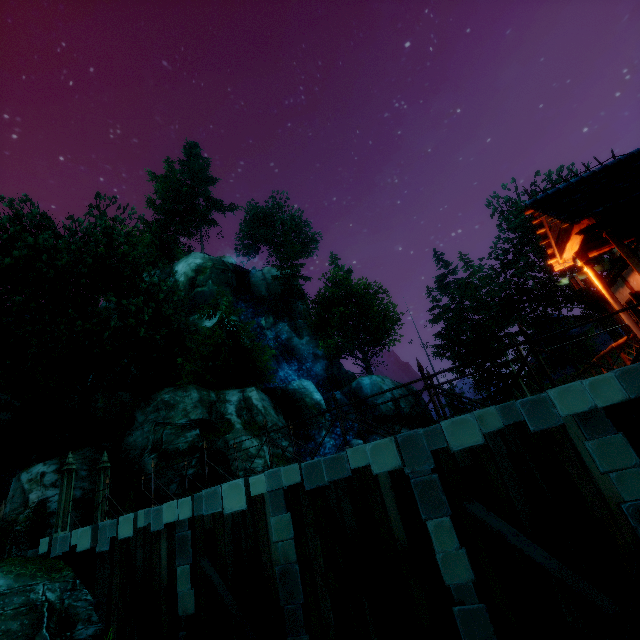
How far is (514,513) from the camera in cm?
586

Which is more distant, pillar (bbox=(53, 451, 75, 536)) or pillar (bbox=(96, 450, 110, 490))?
pillar (bbox=(96, 450, 110, 490))

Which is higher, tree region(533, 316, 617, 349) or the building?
tree region(533, 316, 617, 349)

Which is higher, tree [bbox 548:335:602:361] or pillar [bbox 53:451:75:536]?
tree [bbox 548:335:602:361]

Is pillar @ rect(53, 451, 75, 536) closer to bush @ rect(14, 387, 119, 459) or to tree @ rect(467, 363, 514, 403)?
tree @ rect(467, 363, 514, 403)

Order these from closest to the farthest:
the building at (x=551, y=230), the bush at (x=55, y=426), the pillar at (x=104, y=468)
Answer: the building at (x=551, y=230), the pillar at (x=104, y=468), the bush at (x=55, y=426)

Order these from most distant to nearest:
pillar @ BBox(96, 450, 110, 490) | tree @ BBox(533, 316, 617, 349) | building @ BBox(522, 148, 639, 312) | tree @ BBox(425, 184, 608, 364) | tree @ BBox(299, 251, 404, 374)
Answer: tree @ BBox(299, 251, 404, 374)
tree @ BBox(425, 184, 608, 364)
tree @ BBox(533, 316, 617, 349)
pillar @ BBox(96, 450, 110, 490)
building @ BBox(522, 148, 639, 312)

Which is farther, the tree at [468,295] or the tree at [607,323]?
the tree at [468,295]
